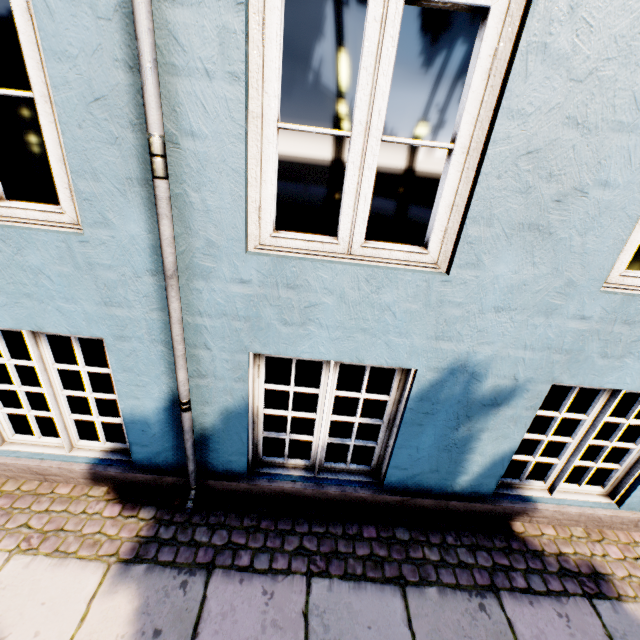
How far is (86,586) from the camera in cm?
204
